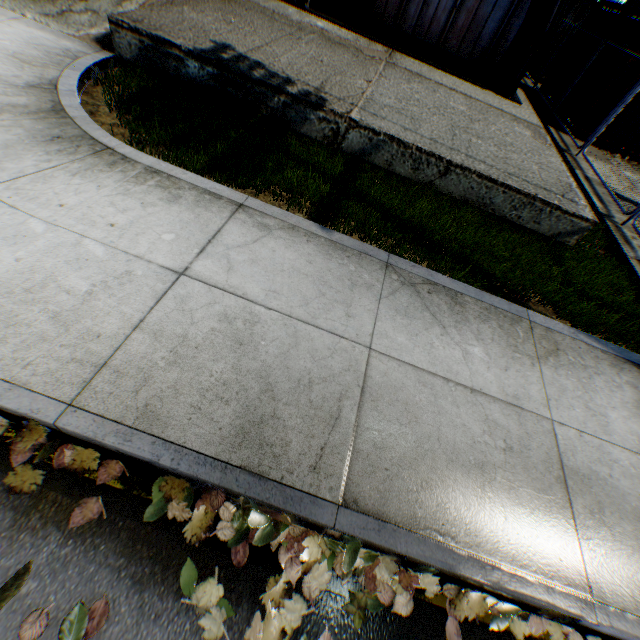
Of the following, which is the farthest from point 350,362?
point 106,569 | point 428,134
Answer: point 428,134

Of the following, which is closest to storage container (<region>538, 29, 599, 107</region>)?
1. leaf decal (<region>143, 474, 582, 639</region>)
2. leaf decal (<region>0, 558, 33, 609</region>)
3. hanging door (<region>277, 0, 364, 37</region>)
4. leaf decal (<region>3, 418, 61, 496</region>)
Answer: hanging door (<region>277, 0, 364, 37</region>)

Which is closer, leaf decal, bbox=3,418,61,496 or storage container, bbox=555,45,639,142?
leaf decal, bbox=3,418,61,496

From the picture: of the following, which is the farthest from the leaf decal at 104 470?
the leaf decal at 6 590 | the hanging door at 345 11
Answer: the hanging door at 345 11

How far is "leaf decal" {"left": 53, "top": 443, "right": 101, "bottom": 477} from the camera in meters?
2.0

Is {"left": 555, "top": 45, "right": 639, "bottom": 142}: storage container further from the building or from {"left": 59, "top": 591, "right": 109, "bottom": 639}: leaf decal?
{"left": 59, "top": 591, "right": 109, "bottom": 639}: leaf decal

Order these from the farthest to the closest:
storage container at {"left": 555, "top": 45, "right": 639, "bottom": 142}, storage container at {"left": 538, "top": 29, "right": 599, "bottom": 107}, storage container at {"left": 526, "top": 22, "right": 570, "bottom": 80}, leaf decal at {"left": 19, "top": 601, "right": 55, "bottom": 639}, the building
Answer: storage container at {"left": 526, "top": 22, "right": 570, "bottom": 80} → storage container at {"left": 538, "top": 29, "right": 599, "bottom": 107} → storage container at {"left": 555, "top": 45, "right": 639, "bottom": 142} → the building → leaf decal at {"left": 19, "top": 601, "right": 55, "bottom": 639}

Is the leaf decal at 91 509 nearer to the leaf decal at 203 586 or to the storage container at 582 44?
the leaf decal at 203 586
